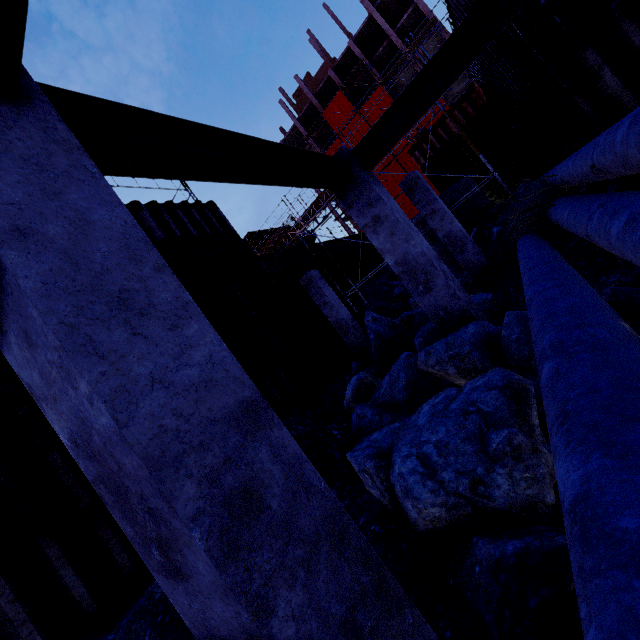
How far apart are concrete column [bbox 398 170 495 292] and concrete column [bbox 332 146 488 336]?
4.3 meters

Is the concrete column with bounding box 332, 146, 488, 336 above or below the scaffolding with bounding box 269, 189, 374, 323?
below

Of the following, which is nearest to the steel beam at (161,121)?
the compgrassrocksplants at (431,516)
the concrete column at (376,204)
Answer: the concrete column at (376,204)

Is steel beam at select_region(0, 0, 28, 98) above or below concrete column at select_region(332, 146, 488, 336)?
above

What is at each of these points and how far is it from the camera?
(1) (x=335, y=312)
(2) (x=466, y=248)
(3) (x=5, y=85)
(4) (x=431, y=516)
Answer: (1) concrete column, 12.3 meters
(2) concrete column, 9.4 meters
(3) steel beam, 1.5 meters
(4) compgrassrocksplants, 2.6 meters

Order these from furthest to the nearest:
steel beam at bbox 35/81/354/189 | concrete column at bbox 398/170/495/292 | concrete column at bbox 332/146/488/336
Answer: concrete column at bbox 398/170/495/292
concrete column at bbox 332/146/488/336
steel beam at bbox 35/81/354/189

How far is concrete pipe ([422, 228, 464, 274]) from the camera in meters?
15.4

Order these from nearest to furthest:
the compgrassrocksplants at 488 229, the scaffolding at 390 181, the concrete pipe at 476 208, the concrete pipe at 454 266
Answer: the compgrassrocksplants at 488 229, the scaffolding at 390 181, the concrete pipe at 476 208, the concrete pipe at 454 266
